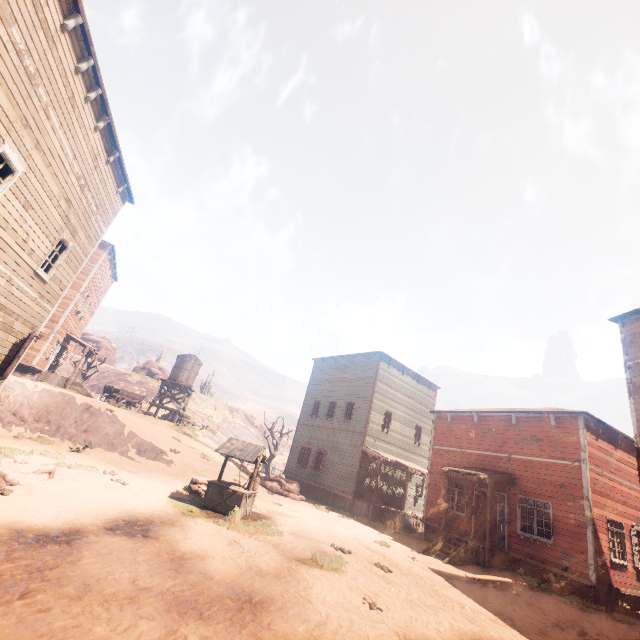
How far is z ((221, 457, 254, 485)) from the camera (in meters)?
18.93

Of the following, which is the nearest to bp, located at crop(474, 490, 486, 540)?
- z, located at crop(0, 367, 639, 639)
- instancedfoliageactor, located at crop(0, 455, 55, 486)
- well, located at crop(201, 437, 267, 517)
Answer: z, located at crop(0, 367, 639, 639)

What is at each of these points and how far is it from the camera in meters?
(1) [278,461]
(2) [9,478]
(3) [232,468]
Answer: (1) z, 44.1
(2) instancedfoliageactor, 7.7
(3) z, 22.8

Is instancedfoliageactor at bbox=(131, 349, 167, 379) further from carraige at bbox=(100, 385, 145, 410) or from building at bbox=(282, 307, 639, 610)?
building at bbox=(282, 307, 639, 610)

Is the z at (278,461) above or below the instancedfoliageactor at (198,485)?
above

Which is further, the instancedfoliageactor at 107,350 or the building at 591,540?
the instancedfoliageactor at 107,350

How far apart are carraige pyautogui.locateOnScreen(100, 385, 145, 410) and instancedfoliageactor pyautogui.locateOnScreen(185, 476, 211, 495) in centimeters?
1810cm

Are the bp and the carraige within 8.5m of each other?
no
